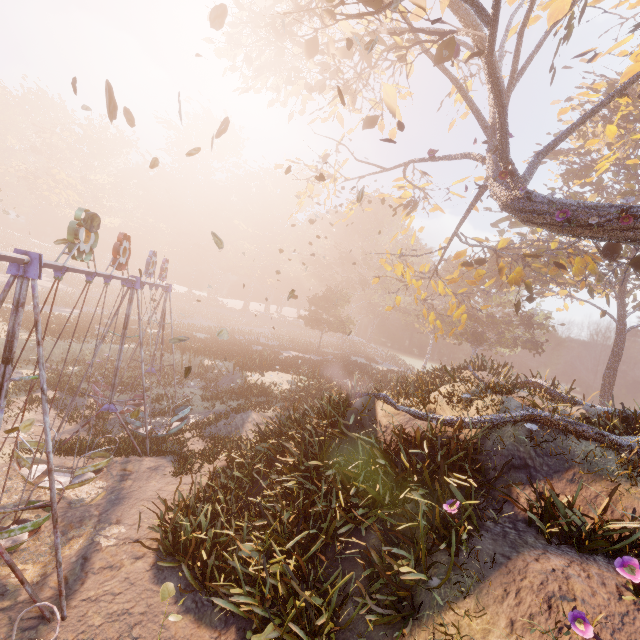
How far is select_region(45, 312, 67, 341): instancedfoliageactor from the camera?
22.0 meters

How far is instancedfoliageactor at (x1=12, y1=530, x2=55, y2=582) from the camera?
6.70m

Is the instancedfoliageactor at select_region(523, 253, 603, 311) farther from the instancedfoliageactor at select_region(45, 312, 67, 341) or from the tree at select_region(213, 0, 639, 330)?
the instancedfoliageactor at select_region(45, 312, 67, 341)

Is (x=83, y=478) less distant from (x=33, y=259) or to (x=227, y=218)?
(x=33, y=259)

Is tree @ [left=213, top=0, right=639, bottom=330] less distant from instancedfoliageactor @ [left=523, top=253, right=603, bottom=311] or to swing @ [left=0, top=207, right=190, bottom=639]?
swing @ [left=0, top=207, right=190, bottom=639]

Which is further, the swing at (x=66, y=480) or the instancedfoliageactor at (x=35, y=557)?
the instancedfoliageactor at (x=35, y=557)

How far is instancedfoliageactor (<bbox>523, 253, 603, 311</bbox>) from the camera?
25.0m

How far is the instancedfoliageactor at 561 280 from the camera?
25.02m
